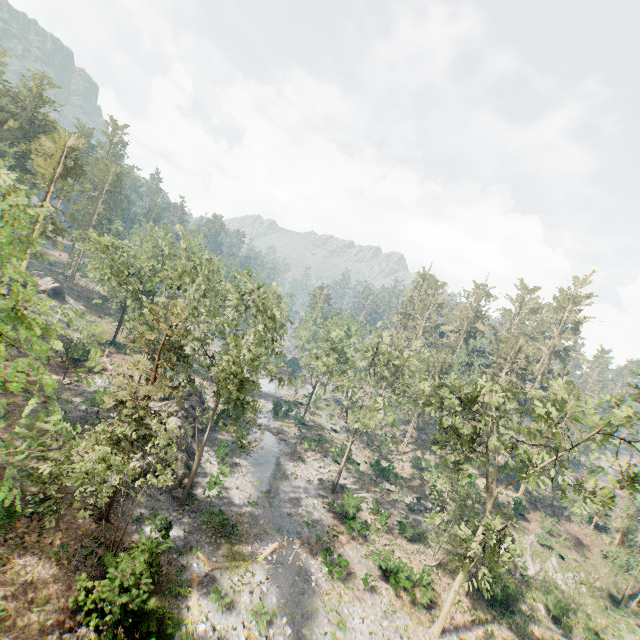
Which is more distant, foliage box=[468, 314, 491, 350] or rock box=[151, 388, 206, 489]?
foliage box=[468, 314, 491, 350]

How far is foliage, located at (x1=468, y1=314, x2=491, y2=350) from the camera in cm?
5472

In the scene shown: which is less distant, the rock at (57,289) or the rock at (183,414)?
the rock at (183,414)

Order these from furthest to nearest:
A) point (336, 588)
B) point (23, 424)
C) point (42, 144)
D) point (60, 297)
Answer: point (60, 297)
point (42, 144)
point (336, 588)
point (23, 424)

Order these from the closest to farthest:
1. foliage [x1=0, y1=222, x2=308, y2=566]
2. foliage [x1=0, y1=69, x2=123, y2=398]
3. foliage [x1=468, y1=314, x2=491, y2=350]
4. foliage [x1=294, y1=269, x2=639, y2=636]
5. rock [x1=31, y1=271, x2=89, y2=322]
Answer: foliage [x1=0, y1=69, x2=123, y2=398]
foliage [x1=0, y1=222, x2=308, y2=566]
foliage [x1=294, y1=269, x2=639, y2=636]
rock [x1=31, y1=271, x2=89, y2=322]
foliage [x1=468, y1=314, x2=491, y2=350]

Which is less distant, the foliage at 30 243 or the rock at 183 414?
the foliage at 30 243

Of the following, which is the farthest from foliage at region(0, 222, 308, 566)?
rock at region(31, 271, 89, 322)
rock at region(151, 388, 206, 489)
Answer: rock at region(151, 388, 206, 489)

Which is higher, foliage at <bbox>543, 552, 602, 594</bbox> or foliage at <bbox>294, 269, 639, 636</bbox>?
foliage at <bbox>294, 269, 639, 636</bbox>
